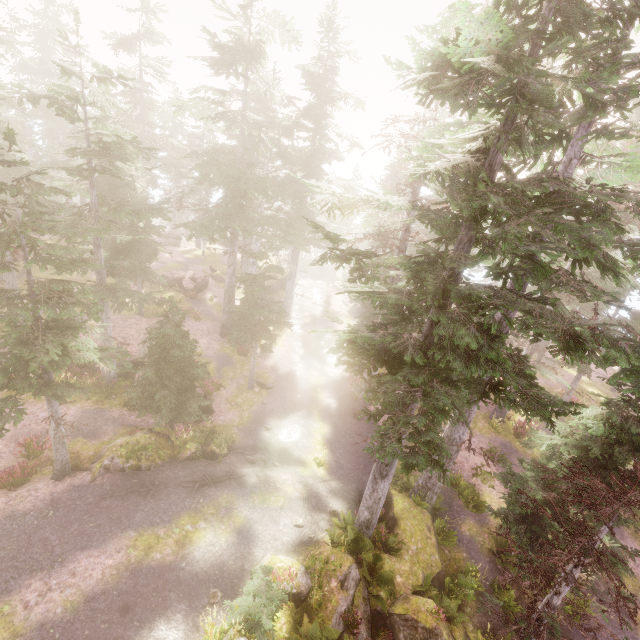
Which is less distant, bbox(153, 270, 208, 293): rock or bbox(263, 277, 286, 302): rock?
Answer: bbox(153, 270, 208, 293): rock

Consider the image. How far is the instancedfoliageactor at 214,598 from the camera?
9.4m

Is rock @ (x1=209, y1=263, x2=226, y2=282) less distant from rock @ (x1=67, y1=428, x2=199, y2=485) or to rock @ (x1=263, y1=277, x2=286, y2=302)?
rock @ (x1=263, y1=277, x2=286, y2=302)

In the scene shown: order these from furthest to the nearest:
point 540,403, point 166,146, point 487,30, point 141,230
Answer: point 166,146 → point 141,230 → point 540,403 → point 487,30

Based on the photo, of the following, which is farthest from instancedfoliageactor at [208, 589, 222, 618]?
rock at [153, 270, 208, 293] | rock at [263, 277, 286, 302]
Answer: rock at [153, 270, 208, 293]

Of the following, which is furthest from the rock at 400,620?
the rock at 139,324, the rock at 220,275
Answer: the rock at 220,275

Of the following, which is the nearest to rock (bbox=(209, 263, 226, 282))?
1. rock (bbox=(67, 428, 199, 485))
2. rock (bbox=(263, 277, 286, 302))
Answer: rock (bbox=(263, 277, 286, 302))
